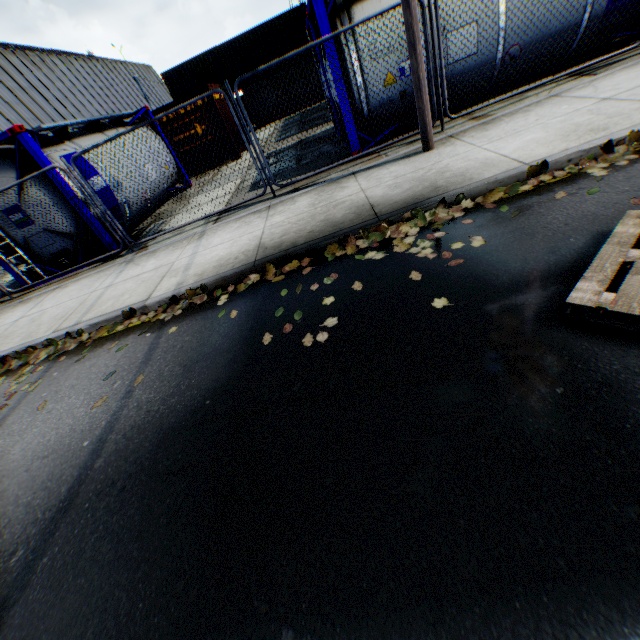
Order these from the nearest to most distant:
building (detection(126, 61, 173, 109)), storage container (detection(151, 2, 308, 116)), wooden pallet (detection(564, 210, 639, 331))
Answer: wooden pallet (detection(564, 210, 639, 331)), storage container (detection(151, 2, 308, 116)), building (detection(126, 61, 173, 109))

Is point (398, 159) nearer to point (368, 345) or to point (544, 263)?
point (544, 263)

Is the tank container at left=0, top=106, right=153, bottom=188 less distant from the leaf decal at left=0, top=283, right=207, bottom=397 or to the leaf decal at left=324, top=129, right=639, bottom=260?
the leaf decal at left=0, top=283, right=207, bottom=397

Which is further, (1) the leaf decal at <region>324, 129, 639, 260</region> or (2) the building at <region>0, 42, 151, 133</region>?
(2) the building at <region>0, 42, 151, 133</region>

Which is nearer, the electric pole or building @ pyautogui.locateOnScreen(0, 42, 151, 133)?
the electric pole

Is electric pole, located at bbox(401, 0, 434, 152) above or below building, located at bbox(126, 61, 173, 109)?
below

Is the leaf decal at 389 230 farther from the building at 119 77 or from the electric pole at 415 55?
the building at 119 77

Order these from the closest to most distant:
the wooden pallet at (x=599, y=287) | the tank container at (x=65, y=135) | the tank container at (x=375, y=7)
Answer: the wooden pallet at (x=599, y=287)
the tank container at (x=375, y=7)
the tank container at (x=65, y=135)
